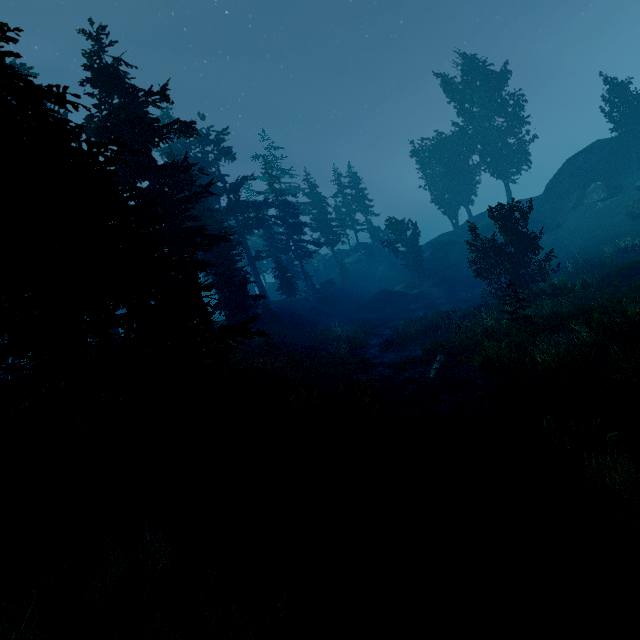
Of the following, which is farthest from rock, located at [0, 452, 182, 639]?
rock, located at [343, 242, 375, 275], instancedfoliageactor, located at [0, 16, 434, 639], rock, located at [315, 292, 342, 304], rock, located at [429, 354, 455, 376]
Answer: rock, located at [343, 242, 375, 275]

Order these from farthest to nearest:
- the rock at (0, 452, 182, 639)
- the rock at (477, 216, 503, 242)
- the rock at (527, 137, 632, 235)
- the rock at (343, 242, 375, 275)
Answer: the rock at (343, 242, 375, 275) < the rock at (477, 216, 503, 242) < the rock at (527, 137, 632, 235) < the rock at (0, 452, 182, 639)

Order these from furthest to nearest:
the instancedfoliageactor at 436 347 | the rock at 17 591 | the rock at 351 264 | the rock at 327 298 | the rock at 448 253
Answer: the rock at 351 264, the rock at 327 298, the rock at 448 253, the instancedfoliageactor at 436 347, the rock at 17 591

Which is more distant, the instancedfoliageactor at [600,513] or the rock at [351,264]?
the rock at [351,264]

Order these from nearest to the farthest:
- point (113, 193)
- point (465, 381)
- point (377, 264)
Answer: point (113, 193)
point (465, 381)
point (377, 264)

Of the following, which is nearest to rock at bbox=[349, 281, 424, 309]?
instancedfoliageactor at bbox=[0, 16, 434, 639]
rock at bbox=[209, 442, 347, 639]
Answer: instancedfoliageactor at bbox=[0, 16, 434, 639]

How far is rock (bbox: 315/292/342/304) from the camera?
46.8 meters

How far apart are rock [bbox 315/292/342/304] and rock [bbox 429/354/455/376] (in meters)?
30.02
